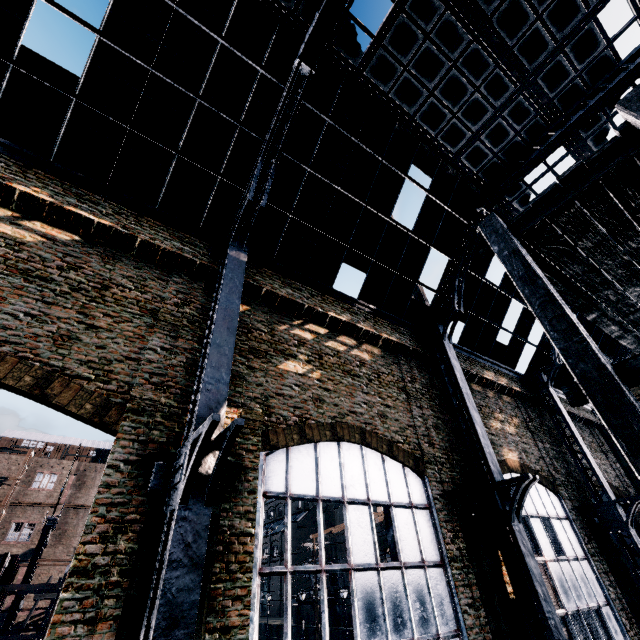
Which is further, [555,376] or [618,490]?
[618,490]

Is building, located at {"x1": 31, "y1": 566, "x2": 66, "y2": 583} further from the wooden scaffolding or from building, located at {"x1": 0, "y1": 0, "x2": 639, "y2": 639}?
the wooden scaffolding

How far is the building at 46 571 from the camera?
41.0 meters

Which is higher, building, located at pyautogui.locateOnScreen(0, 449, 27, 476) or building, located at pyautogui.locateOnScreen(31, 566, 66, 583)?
building, located at pyautogui.locateOnScreen(0, 449, 27, 476)

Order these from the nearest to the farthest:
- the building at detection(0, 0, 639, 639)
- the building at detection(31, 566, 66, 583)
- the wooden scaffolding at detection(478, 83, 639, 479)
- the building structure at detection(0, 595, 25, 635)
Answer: the wooden scaffolding at detection(478, 83, 639, 479), the building at detection(0, 0, 639, 639), the building structure at detection(0, 595, 25, 635), the building at detection(31, 566, 66, 583)

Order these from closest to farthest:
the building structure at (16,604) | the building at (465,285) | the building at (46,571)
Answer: the building at (465,285)
the building structure at (16,604)
the building at (46,571)

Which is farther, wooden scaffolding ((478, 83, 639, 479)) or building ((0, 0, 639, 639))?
building ((0, 0, 639, 639))

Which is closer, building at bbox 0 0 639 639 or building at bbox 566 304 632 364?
building at bbox 0 0 639 639
